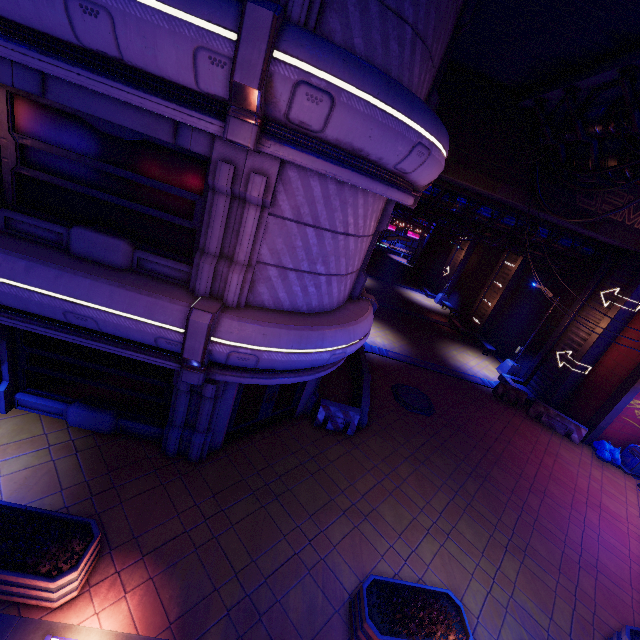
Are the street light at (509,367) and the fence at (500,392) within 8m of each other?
yes

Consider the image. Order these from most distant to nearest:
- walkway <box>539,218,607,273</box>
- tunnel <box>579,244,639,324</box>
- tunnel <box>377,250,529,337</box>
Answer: tunnel <box>377,250,529,337</box>
walkway <box>539,218,607,273</box>
tunnel <box>579,244,639,324</box>

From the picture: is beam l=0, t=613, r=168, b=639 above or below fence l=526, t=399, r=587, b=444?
below

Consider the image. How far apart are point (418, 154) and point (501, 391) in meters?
16.0 m

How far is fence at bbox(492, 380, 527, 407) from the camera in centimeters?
1755cm

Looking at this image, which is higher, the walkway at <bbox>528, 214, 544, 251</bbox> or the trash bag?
the walkway at <bbox>528, 214, 544, 251</bbox>

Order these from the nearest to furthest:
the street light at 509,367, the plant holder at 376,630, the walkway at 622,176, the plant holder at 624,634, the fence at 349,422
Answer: the plant holder at 376,630
the plant holder at 624,634
the walkway at 622,176
the fence at 349,422
the street light at 509,367

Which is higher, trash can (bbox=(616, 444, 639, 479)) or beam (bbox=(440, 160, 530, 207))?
beam (bbox=(440, 160, 530, 207))
